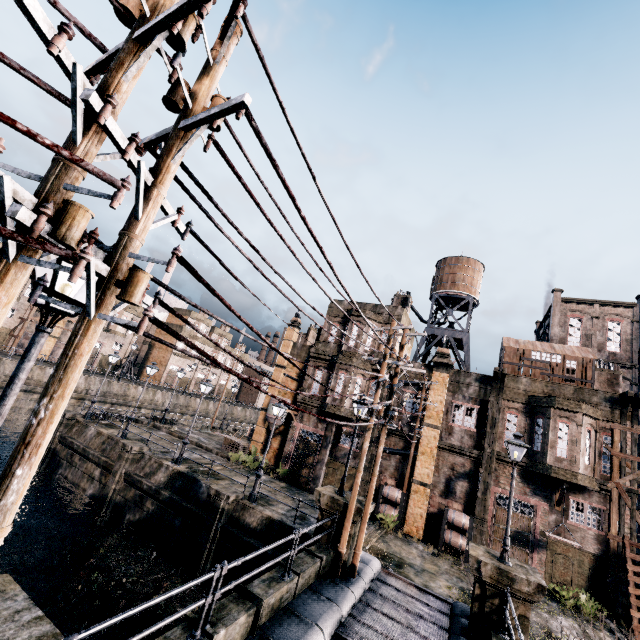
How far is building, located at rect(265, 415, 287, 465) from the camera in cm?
3091

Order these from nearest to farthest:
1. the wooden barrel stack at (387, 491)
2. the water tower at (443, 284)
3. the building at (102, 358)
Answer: the wooden barrel stack at (387, 491) → the water tower at (443, 284) → the building at (102, 358)

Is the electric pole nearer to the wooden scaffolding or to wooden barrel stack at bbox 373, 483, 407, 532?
wooden barrel stack at bbox 373, 483, 407, 532

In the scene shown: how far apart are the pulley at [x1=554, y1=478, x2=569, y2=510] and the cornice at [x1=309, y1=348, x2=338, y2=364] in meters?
16.9

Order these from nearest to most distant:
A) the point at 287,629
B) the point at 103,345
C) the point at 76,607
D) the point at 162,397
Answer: the point at 287,629 → the point at 76,607 → the point at 162,397 → the point at 103,345

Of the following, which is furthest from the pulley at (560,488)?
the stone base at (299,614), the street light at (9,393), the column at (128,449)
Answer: the column at (128,449)

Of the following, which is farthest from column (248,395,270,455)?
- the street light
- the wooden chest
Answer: the street light

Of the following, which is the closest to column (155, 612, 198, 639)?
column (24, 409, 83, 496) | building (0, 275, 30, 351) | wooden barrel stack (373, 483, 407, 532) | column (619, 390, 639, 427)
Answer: wooden barrel stack (373, 483, 407, 532)
